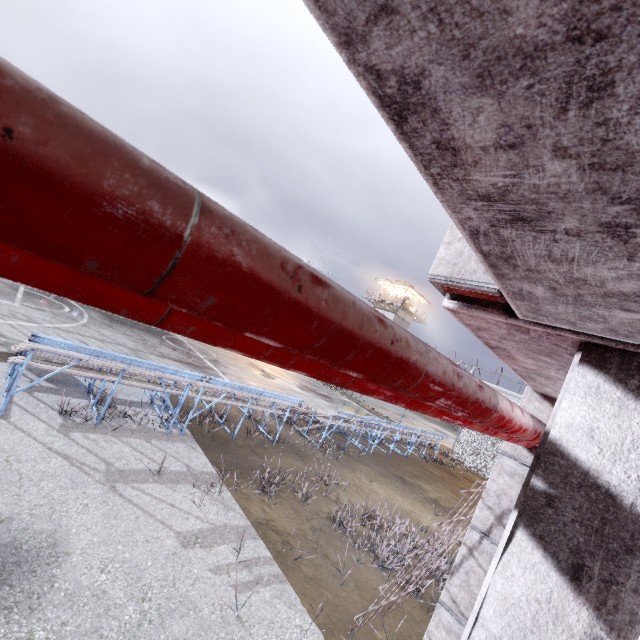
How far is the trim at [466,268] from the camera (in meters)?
1.84

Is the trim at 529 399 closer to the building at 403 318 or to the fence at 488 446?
the fence at 488 446

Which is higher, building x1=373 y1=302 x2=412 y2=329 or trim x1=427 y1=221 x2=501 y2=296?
building x1=373 y1=302 x2=412 y2=329

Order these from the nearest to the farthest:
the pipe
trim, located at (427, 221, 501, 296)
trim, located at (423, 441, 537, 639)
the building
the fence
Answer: the pipe < trim, located at (427, 221, 501, 296) < trim, located at (423, 441, 537, 639) < the fence < the building

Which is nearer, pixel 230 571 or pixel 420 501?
pixel 230 571

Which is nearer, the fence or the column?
the column

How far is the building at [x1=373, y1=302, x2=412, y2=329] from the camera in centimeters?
4284cm

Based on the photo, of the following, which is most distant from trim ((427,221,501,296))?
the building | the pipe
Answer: the building
